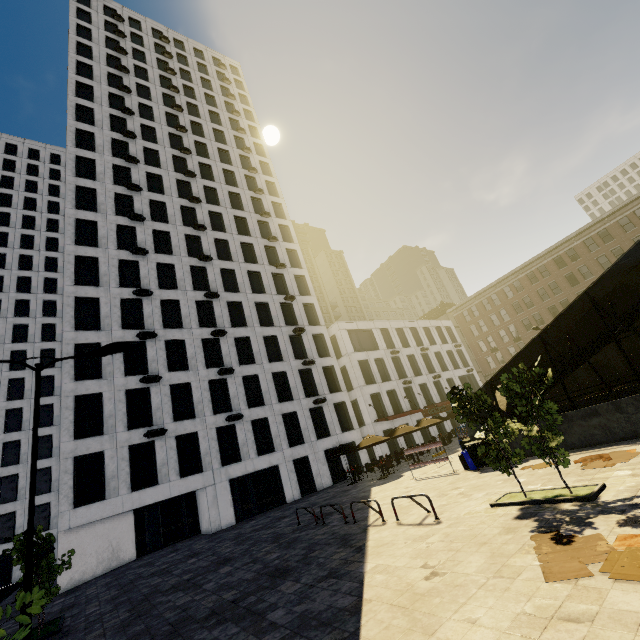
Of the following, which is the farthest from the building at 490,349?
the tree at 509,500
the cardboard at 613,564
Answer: the cardboard at 613,564

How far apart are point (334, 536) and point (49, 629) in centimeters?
980cm

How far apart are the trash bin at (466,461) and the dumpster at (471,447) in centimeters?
9cm

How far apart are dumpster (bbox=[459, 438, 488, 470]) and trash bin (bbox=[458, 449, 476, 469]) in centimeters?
9cm

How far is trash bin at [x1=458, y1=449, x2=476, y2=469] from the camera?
14.71m

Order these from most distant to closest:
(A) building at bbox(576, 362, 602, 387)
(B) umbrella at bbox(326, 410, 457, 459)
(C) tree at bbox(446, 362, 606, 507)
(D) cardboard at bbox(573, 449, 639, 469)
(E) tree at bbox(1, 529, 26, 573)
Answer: (A) building at bbox(576, 362, 602, 387) < (B) umbrella at bbox(326, 410, 457, 459) < (E) tree at bbox(1, 529, 26, 573) < (D) cardboard at bbox(573, 449, 639, 469) < (C) tree at bbox(446, 362, 606, 507)

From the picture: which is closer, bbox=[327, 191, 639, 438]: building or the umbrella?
the umbrella

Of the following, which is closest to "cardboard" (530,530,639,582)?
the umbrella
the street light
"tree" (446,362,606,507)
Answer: "tree" (446,362,606,507)
